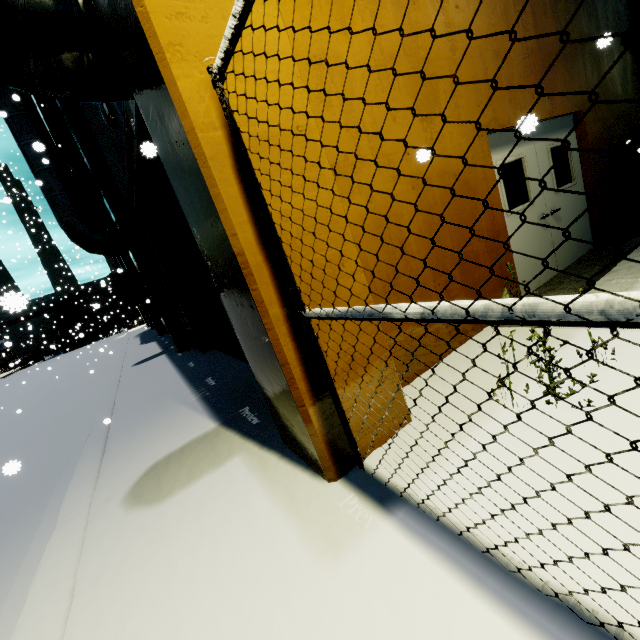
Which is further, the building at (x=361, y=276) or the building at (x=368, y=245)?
the building at (x=368, y=245)

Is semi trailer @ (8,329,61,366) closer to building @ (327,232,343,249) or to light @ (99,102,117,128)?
building @ (327,232,343,249)

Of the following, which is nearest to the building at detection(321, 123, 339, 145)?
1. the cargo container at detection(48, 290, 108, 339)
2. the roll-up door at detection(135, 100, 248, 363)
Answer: the roll-up door at detection(135, 100, 248, 363)

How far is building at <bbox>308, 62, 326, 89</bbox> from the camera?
2.94m

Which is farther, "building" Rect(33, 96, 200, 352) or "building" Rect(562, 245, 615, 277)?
"building" Rect(33, 96, 200, 352)

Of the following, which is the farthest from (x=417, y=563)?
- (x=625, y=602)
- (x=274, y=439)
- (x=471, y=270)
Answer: (x=471, y=270)

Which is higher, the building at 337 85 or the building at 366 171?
the building at 337 85
